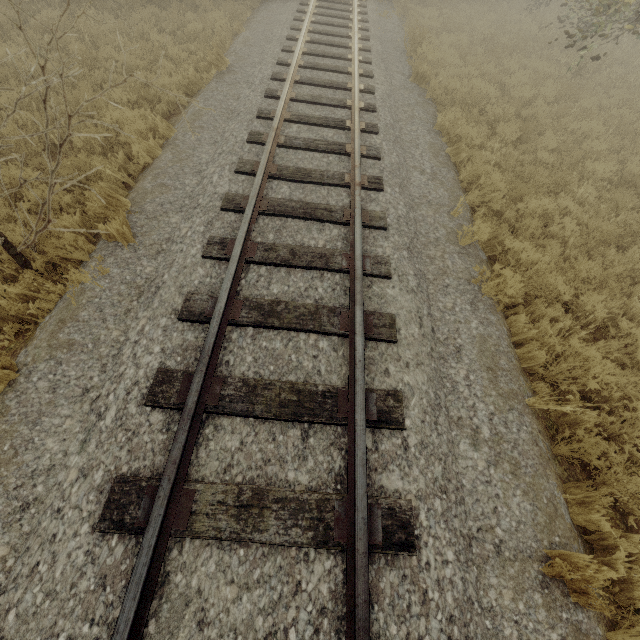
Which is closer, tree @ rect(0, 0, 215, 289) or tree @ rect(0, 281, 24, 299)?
tree @ rect(0, 0, 215, 289)

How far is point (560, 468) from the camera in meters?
3.7

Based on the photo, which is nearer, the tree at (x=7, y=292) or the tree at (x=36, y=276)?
the tree at (x=36, y=276)
